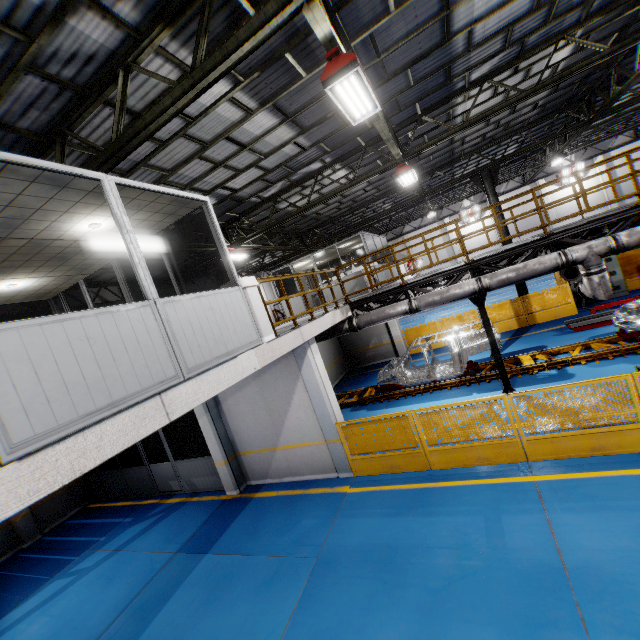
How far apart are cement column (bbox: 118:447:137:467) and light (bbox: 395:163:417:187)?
15.8m

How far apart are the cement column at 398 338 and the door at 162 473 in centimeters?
1221cm

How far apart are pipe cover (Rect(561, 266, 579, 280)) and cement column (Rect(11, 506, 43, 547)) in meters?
21.0

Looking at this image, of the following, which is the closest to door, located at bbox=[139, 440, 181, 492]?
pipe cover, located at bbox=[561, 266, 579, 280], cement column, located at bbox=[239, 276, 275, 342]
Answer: cement column, located at bbox=[239, 276, 275, 342]

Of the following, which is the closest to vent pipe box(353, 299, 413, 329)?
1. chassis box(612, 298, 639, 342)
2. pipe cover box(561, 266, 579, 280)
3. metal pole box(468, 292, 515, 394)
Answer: metal pole box(468, 292, 515, 394)

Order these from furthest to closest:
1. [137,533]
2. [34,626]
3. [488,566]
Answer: Result: [137,533] < [34,626] < [488,566]

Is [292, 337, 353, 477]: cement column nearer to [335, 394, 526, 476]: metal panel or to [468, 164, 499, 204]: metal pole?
[335, 394, 526, 476]: metal panel

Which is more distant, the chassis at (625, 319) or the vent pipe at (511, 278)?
the chassis at (625, 319)
